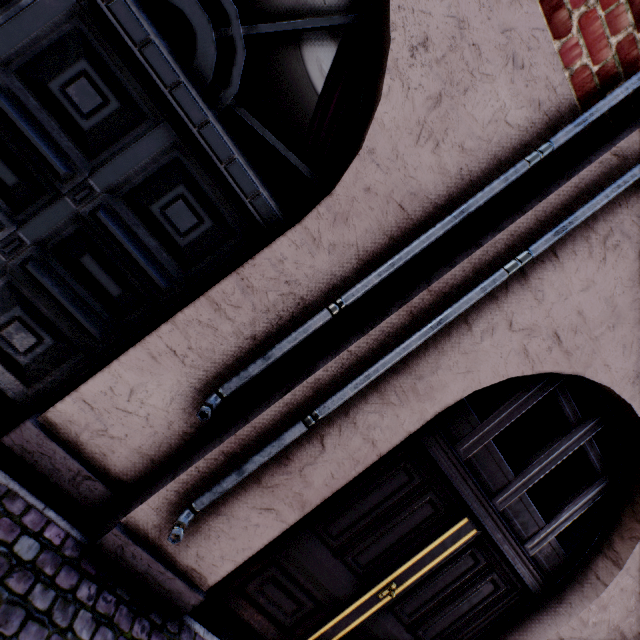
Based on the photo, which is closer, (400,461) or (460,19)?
(460,19)
